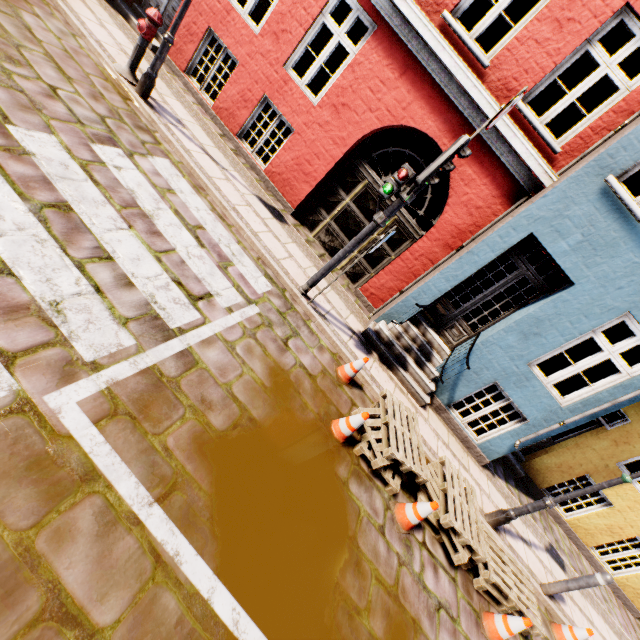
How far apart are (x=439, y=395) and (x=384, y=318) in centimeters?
209cm

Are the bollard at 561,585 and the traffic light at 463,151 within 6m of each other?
no

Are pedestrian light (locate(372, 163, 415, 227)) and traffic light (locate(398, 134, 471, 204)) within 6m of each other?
yes

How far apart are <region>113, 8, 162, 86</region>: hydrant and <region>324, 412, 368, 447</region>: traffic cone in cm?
683

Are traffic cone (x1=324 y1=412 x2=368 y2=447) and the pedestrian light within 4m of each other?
yes

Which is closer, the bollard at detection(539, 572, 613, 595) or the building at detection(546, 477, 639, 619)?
the bollard at detection(539, 572, 613, 595)

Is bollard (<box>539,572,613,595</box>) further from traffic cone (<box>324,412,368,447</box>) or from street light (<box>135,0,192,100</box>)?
street light (<box>135,0,192,100</box>)

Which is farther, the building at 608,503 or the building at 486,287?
the building at 608,503
